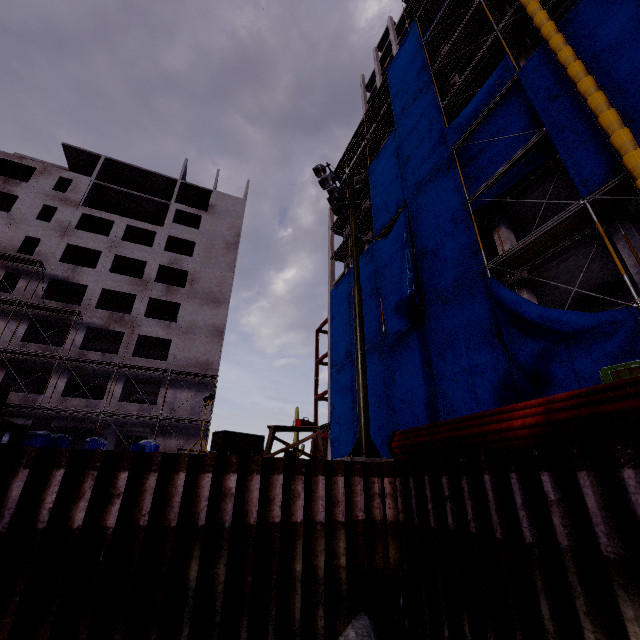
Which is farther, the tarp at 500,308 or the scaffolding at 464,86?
the scaffolding at 464,86

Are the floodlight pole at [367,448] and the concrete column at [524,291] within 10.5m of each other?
yes

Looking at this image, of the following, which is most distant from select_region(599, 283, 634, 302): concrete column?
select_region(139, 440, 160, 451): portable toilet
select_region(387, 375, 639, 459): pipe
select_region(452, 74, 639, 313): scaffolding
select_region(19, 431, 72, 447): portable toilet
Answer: select_region(19, 431, 72, 447): portable toilet

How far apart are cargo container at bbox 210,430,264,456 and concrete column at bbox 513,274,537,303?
33.40m

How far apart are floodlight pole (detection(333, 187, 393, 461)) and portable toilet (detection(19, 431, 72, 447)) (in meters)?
21.18

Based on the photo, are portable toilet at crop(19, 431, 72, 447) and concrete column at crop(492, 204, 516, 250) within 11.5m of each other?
no

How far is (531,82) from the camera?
13.5m

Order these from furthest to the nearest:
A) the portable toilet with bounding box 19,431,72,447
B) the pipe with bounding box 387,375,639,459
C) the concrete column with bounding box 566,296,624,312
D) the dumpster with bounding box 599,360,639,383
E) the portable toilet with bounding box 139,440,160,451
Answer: the portable toilet with bounding box 139,440,160,451 < the portable toilet with bounding box 19,431,72,447 < the concrete column with bounding box 566,296,624,312 < the dumpster with bounding box 599,360,639,383 < the pipe with bounding box 387,375,639,459
